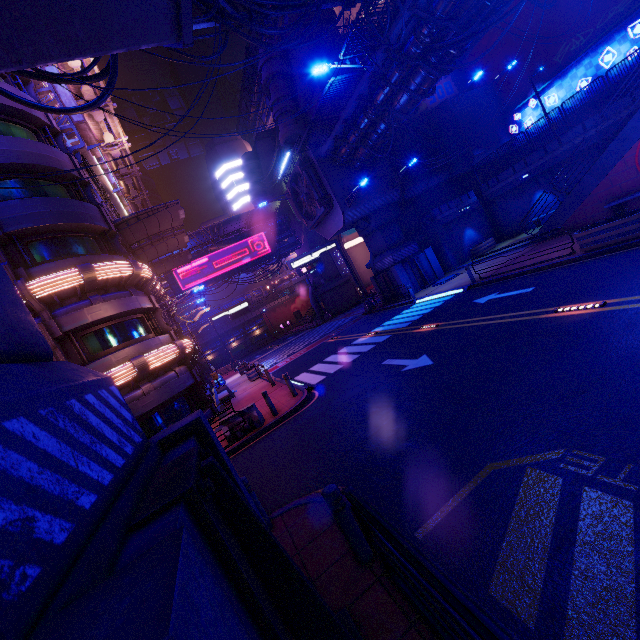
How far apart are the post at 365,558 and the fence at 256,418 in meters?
8.2 m

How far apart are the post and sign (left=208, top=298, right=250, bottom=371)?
35.78m

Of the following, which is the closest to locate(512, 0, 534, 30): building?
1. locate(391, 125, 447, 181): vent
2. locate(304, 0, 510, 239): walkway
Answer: locate(304, 0, 510, 239): walkway

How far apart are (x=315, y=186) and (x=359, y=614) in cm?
2368

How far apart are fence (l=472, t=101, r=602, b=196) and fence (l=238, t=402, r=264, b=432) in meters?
25.9

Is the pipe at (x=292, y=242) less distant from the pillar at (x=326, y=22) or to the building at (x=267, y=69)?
the building at (x=267, y=69)

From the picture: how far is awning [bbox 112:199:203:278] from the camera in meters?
19.4 m

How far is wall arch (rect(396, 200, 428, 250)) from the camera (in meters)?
27.50
